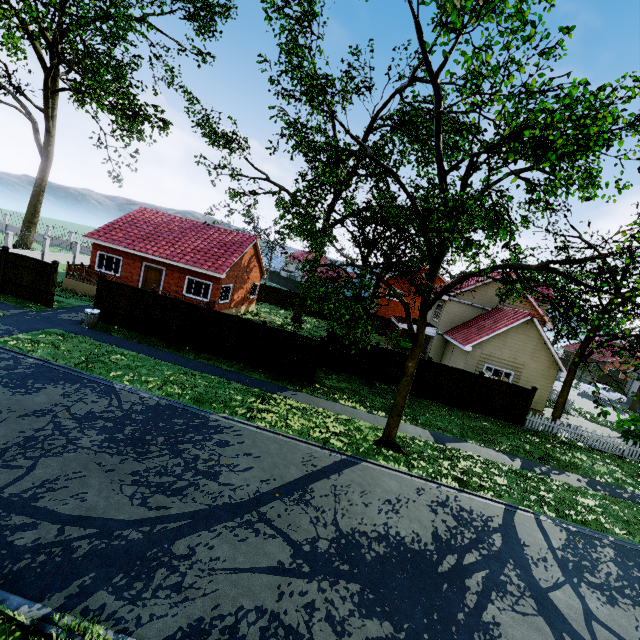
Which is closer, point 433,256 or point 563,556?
point 563,556

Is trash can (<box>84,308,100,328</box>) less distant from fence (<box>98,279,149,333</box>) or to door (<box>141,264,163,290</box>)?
fence (<box>98,279,149,333</box>)

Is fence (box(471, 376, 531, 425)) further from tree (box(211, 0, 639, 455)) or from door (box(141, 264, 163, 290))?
door (box(141, 264, 163, 290))

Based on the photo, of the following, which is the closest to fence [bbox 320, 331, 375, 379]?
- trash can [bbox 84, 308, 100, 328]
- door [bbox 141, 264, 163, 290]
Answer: trash can [bbox 84, 308, 100, 328]

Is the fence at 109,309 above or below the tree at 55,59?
below

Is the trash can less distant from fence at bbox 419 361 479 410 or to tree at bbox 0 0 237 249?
fence at bbox 419 361 479 410

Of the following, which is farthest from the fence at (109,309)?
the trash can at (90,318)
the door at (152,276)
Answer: the door at (152,276)
